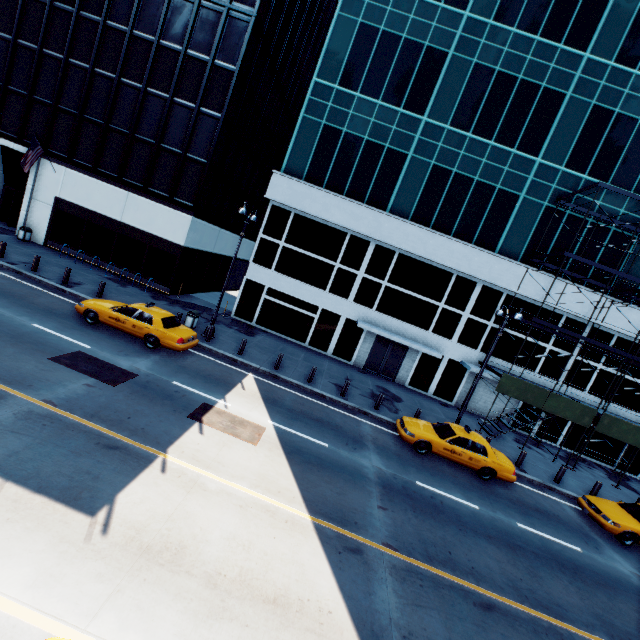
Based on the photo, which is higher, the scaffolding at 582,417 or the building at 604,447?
the scaffolding at 582,417

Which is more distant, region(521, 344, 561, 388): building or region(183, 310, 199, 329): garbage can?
Answer: region(521, 344, 561, 388): building

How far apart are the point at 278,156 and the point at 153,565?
36.4m

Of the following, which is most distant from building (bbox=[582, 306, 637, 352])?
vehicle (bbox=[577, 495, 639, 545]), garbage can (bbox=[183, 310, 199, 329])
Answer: vehicle (bbox=[577, 495, 639, 545])

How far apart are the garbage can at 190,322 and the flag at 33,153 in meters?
15.5

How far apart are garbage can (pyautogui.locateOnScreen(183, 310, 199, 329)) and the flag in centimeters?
1550cm

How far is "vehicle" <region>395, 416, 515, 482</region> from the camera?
13.8 meters
